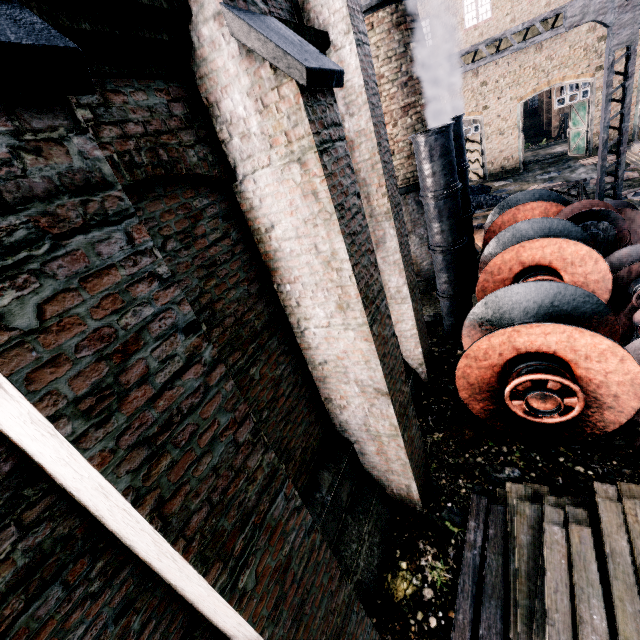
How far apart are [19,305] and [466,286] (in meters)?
9.82

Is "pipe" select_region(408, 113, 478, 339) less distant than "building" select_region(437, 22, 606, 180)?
Yes

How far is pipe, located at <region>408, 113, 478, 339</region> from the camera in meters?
7.8

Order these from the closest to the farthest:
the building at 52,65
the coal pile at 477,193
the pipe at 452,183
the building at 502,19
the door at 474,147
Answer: the building at 52,65 < the pipe at 452,183 < the coal pile at 477,193 < the building at 502,19 < the door at 474,147

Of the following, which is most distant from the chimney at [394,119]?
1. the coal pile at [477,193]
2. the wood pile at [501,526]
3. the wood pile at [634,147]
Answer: the wood pile at [634,147]

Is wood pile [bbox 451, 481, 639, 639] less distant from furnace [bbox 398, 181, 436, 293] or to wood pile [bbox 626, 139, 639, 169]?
furnace [bbox 398, 181, 436, 293]

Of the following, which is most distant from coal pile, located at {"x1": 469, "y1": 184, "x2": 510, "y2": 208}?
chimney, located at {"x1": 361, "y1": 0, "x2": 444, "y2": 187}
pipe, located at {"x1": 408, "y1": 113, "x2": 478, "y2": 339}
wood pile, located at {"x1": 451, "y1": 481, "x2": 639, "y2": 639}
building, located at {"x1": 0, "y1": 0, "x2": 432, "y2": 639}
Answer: wood pile, located at {"x1": 451, "y1": 481, "x2": 639, "y2": 639}

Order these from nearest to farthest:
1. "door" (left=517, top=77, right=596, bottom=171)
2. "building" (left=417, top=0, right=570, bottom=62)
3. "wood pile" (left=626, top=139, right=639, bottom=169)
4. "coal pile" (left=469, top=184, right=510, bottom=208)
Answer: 1. "wood pile" (left=626, top=139, right=639, bottom=169)
2. "coal pile" (left=469, top=184, right=510, bottom=208)
3. "building" (left=417, top=0, right=570, bottom=62)
4. "door" (left=517, top=77, right=596, bottom=171)
